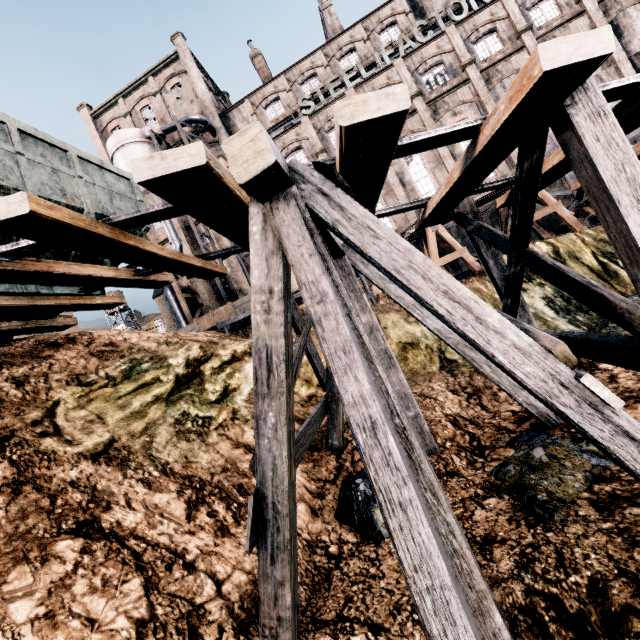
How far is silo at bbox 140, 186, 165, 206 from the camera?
32.25m

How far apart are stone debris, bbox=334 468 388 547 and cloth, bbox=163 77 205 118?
40.6m

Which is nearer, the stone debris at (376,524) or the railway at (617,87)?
the railway at (617,87)

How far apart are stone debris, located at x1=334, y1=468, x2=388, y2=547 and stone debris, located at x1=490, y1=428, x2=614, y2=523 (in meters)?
1.31

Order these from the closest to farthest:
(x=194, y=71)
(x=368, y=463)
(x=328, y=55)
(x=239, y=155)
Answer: (x=368, y=463), (x=239, y=155), (x=328, y=55), (x=194, y=71)

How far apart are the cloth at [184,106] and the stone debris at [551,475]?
41.6 meters

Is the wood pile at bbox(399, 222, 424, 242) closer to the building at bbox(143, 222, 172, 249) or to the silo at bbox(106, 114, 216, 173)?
the building at bbox(143, 222, 172, 249)

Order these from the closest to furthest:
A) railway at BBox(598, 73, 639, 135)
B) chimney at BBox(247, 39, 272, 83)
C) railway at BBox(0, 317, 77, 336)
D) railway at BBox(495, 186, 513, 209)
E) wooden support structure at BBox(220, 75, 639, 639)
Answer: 1. wooden support structure at BBox(220, 75, 639, 639)
2. railway at BBox(598, 73, 639, 135)
3. railway at BBox(495, 186, 513, 209)
4. railway at BBox(0, 317, 77, 336)
5. chimney at BBox(247, 39, 272, 83)
